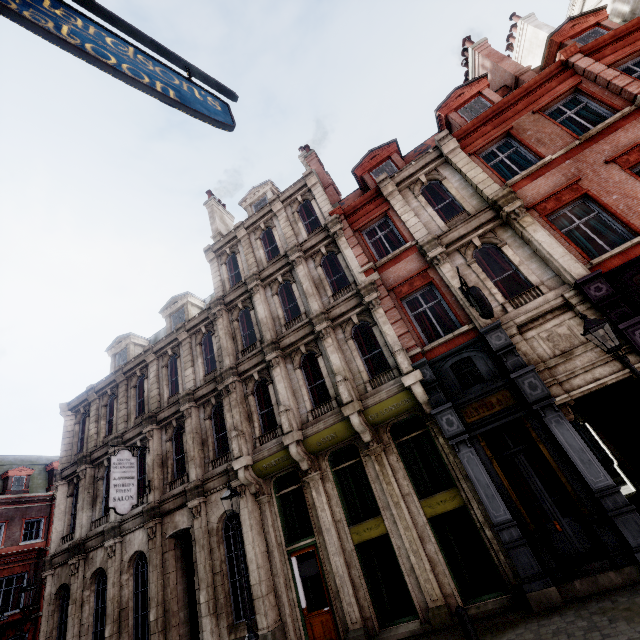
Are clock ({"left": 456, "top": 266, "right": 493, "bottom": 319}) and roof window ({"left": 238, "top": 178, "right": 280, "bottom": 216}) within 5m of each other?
no

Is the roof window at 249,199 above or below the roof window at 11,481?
above

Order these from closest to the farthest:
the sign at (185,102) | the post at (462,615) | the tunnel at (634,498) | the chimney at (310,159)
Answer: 1. the sign at (185,102)
2. the post at (462,615)
3. the tunnel at (634,498)
4. the chimney at (310,159)

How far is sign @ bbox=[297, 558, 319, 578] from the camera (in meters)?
10.47

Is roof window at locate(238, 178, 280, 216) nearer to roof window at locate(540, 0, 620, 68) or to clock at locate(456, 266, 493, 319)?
clock at locate(456, 266, 493, 319)

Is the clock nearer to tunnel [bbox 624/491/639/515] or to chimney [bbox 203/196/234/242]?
tunnel [bbox 624/491/639/515]

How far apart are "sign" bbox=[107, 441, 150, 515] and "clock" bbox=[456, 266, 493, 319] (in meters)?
14.78

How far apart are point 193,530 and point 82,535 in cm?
702
